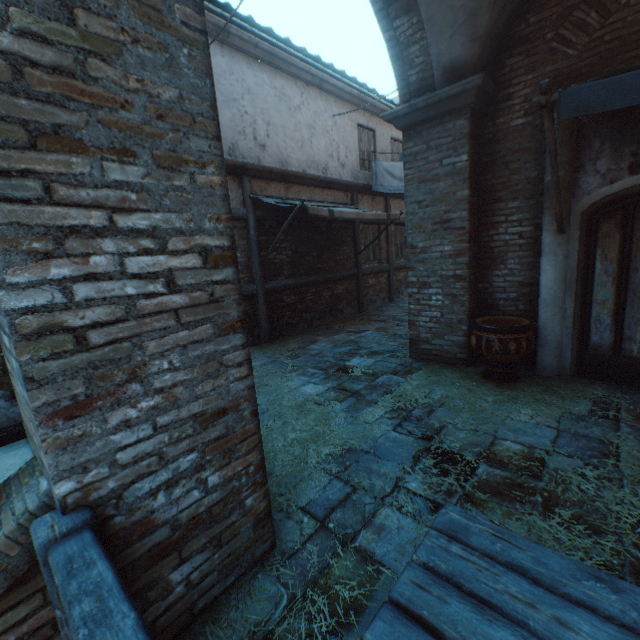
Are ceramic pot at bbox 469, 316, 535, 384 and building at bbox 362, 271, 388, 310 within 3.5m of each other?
no

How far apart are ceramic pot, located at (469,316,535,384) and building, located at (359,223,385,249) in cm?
595

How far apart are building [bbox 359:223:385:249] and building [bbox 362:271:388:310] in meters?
0.2 m

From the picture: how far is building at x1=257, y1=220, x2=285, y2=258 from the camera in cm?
741

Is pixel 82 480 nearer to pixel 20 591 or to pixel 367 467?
pixel 20 591

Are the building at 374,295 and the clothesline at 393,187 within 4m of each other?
yes

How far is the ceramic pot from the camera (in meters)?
4.13

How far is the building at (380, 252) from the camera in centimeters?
1075cm
